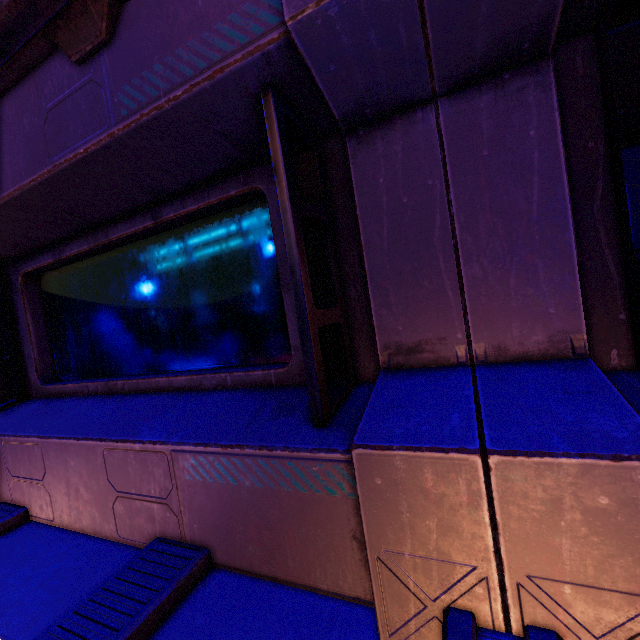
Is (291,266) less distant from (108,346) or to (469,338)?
(469,338)
